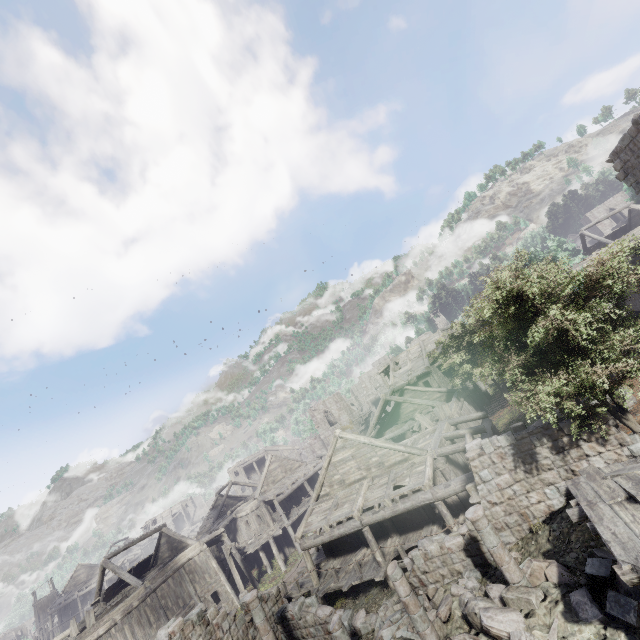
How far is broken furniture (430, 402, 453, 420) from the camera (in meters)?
21.97

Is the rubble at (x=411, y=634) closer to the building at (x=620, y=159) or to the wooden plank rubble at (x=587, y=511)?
the building at (x=620, y=159)

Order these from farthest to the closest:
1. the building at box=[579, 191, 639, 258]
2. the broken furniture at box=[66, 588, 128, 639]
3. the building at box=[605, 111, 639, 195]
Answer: A: the building at box=[579, 191, 639, 258], the broken furniture at box=[66, 588, 128, 639], the building at box=[605, 111, 639, 195]

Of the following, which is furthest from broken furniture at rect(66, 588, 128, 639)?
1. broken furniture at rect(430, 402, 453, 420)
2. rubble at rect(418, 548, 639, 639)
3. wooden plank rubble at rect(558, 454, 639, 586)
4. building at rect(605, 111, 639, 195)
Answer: wooden plank rubble at rect(558, 454, 639, 586)

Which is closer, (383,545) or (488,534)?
(488,534)
